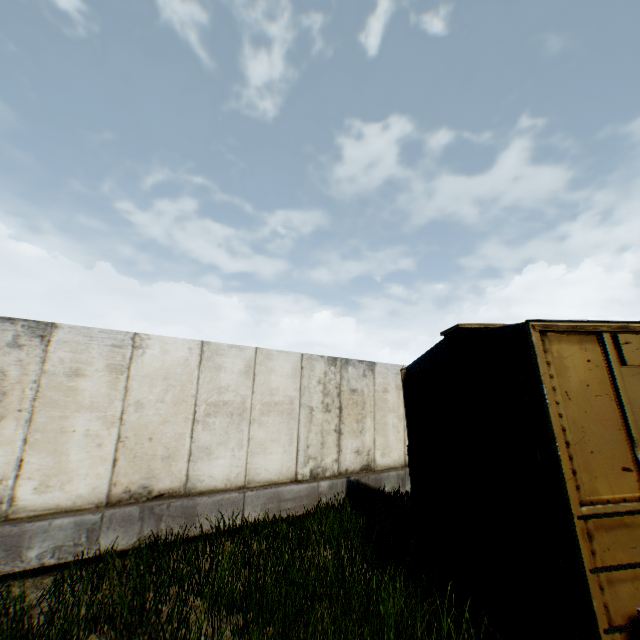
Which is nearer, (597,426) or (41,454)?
(597,426)
